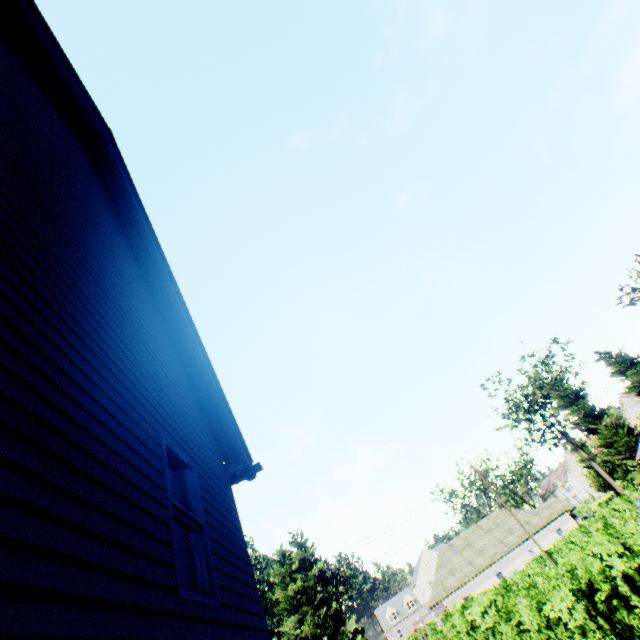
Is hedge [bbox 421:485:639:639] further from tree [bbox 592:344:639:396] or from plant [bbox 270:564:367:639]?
plant [bbox 270:564:367:639]

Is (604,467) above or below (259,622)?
above

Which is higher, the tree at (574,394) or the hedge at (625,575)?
the tree at (574,394)

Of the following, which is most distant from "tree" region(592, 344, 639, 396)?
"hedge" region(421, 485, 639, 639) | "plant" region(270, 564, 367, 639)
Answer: "plant" region(270, 564, 367, 639)

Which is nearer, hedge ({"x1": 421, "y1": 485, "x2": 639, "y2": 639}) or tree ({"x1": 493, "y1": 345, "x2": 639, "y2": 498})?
hedge ({"x1": 421, "y1": 485, "x2": 639, "y2": 639})

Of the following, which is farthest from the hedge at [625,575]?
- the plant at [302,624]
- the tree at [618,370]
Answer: the plant at [302,624]

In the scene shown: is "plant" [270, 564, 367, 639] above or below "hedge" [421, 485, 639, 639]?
above
